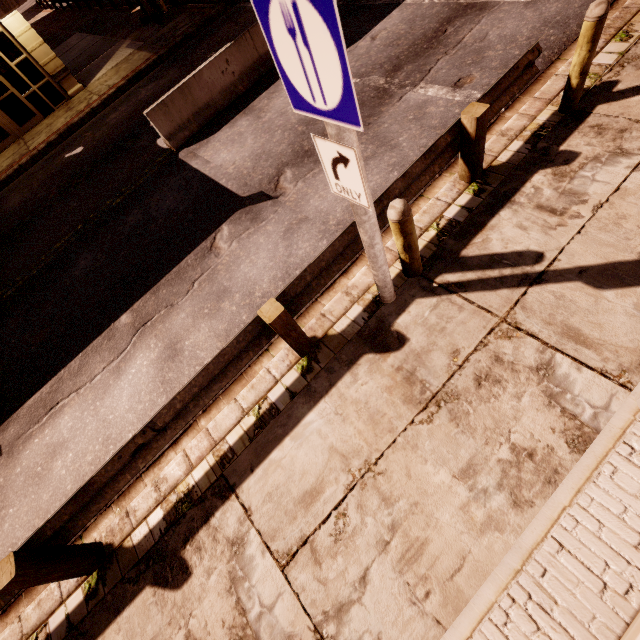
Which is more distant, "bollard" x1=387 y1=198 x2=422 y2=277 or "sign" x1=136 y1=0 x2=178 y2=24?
"sign" x1=136 y1=0 x2=178 y2=24

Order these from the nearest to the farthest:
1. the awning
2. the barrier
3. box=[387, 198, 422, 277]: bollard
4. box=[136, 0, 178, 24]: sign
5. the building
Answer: box=[387, 198, 422, 277]: bollard < the barrier < the awning < the building < box=[136, 0, 178, 24]: sign

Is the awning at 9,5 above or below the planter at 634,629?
above

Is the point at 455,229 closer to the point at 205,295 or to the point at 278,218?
the point at 278,218

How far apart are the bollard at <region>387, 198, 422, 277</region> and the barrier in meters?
7.6 m

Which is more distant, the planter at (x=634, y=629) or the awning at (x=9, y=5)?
the awning at (x=9, y=5)

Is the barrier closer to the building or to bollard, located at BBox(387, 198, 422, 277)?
bollard, located at BBox(387, 198, 422, 277)

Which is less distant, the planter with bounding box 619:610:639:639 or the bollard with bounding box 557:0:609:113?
the planter with bounding box 619:610:639:639
